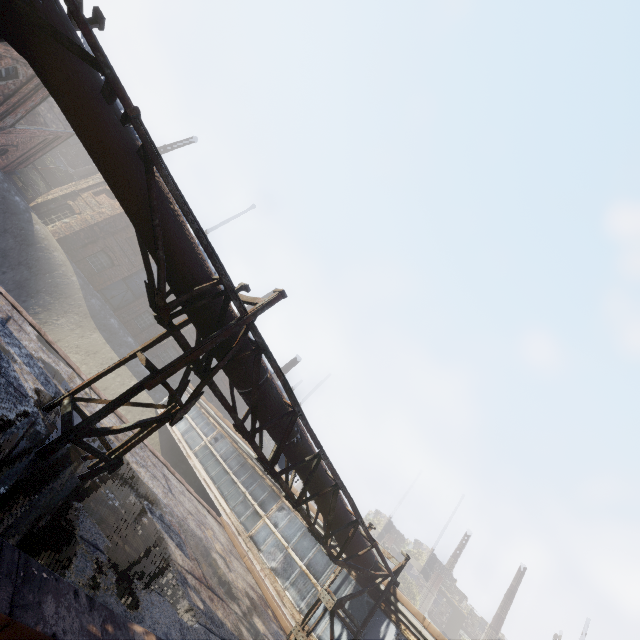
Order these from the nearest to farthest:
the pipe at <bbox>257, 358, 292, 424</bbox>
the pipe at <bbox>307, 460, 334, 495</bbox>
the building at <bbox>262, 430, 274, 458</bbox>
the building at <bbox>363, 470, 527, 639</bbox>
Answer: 1. the pipe at <bbox>257, 358, 292, 424</bbox>
2. the pipe at <bbox>307, 460, 334, 495</bbox>
3. the building at <bbox>363, 470, 527, 639</bbox>
4. the building at <bbox>262, 430, 274, 458</bbox>

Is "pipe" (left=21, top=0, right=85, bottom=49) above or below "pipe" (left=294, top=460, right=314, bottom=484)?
above

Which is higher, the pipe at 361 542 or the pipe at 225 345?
the pipe at 361 542

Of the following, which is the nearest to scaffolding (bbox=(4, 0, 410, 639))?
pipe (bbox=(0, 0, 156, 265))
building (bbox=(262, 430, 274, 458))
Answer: pipe (bbox=(0, 0, 156, 265))

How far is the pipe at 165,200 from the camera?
4.01m

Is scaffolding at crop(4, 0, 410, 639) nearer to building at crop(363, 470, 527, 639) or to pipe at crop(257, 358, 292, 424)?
pipe at crop(257, 358, 292, 424)

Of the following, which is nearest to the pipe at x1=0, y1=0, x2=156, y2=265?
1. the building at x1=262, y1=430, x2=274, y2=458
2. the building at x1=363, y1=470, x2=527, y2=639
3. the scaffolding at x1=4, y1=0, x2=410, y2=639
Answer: the scaffolding at x1=4, y1=0, x2=410, y2=639

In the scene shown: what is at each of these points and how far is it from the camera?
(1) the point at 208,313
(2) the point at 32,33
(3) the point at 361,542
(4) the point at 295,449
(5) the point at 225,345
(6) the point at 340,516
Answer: (1) pipe, 4.5m
(2) pipe, 3.1m
(3) pipe, 7.8m
(4) pipe, 6.0m
(5) pipe, 4.8m
(6) pipe, 7.1m
